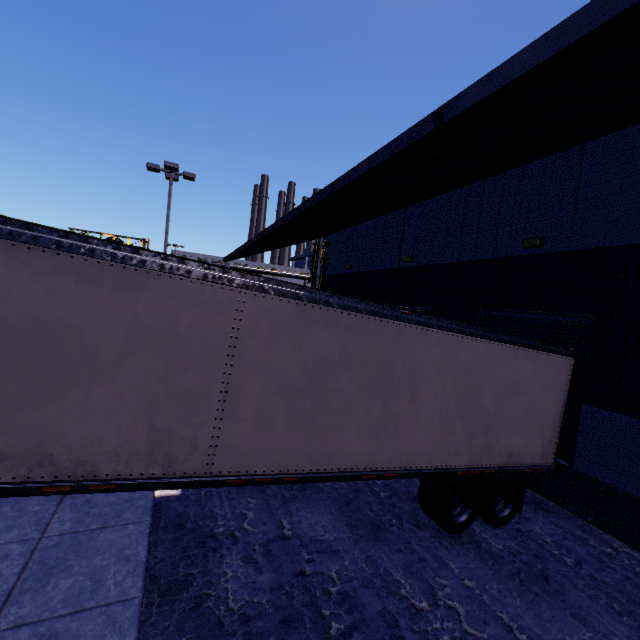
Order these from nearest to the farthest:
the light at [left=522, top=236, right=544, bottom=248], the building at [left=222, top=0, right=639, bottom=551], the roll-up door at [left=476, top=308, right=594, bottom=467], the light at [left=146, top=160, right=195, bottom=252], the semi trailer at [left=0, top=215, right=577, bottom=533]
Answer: the building at [left=222, top=0, right=639, bottom=551] < the semi trailer at [left=0, top=215, right=577, bottom=533] < the roll-up door at [left=476, top=308, right=594, bottom=467] < the light at [left=522, top=236, right=544, bottom=248] < the light at [left=146, top=160, right=195, bottom=252]

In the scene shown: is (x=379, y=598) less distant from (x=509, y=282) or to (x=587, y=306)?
(x=587, y=306)

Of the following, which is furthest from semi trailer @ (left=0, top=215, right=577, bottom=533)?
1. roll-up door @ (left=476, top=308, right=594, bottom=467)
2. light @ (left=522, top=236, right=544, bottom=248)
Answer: light @ (left=522, top=236, right=544, bottom=248)

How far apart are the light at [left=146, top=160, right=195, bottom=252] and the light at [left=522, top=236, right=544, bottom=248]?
16.3m

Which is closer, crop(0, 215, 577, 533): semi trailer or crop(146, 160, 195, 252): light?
crop(0, 215, 577, 533): semi trailer

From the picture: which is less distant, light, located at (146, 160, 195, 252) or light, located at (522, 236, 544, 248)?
light, located at (522, 236, 544, 248)

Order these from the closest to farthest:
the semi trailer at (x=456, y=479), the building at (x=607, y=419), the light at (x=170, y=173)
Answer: the building at (x=607, y=419)
the semi trailer at (x=456, y=479)
the light at (x=170, y=173)

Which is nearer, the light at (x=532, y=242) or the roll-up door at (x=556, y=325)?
the roll-up door at (x=556, y=325)
